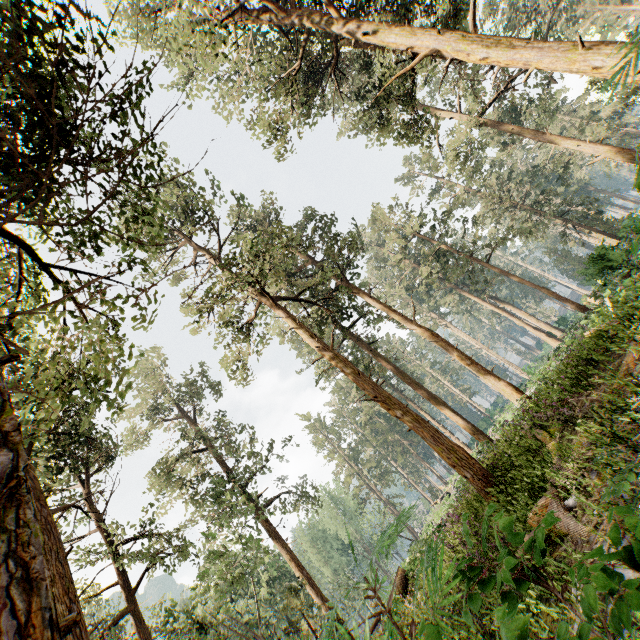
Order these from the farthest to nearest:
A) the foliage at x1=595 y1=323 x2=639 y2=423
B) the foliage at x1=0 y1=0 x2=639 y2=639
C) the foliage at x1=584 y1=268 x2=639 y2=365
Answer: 1. the foliage at x1=584 y1=268 x2=639 y2=365
2. the foliage at x1=595 y1=323 x2=639 y2=423
3. the foliage at x1=0 y1=0 x2=639 y2=639

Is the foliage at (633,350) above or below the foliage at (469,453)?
below

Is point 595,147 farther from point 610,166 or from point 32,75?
point 610,166

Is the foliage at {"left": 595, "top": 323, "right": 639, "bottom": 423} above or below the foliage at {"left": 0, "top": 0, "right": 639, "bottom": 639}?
below

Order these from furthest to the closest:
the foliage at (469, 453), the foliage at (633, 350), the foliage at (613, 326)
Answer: the foliage at (613, 326) < the foliage at (633, 350) < the foliage at (469, 453)

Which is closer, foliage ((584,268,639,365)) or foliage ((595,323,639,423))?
foliage ((595,323,639,423))
